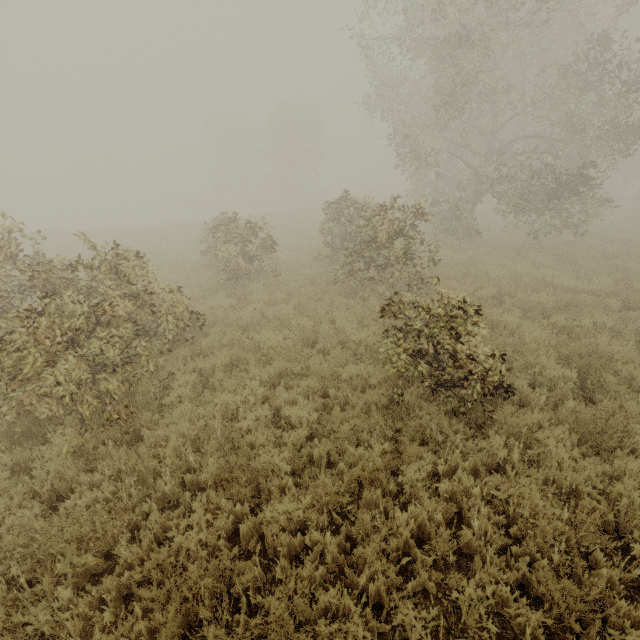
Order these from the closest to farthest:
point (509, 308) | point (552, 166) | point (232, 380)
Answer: point (232, 380), point (509, 308), point (552, 166)
